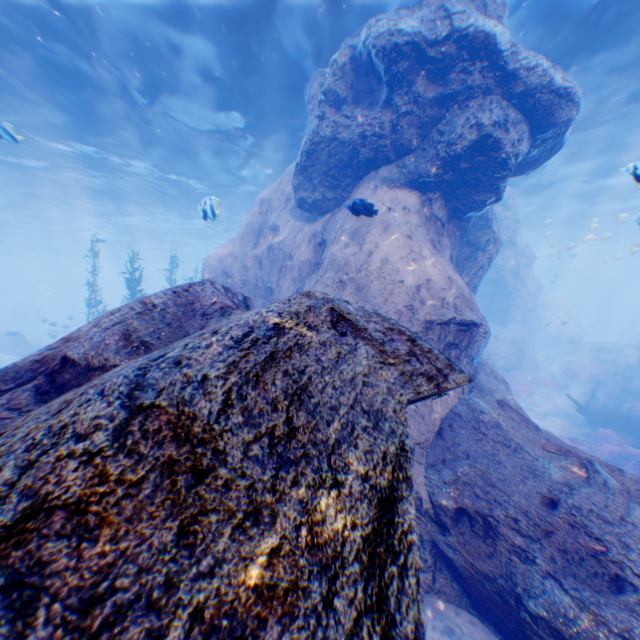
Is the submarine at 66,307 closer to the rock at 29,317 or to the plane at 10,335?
the rock at 29,317

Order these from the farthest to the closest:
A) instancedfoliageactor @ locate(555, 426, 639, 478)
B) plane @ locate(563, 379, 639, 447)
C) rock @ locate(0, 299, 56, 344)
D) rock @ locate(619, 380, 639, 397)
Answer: rock @ locate(0, 299, 56, 344)
rock @ locate(619, 380, 639, 397)
plane @ locate(563, 379, 639, 447)
instancedfoliageactor @ locate(555, 426, 639, 478)

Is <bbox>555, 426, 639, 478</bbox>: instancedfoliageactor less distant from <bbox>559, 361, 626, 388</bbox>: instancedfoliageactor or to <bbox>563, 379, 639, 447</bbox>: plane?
<bbox>563, 379, 639, 447</bbox>: plane

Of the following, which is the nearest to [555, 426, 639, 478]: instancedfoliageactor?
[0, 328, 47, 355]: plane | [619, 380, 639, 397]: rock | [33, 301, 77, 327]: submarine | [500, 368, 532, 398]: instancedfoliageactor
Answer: [619, 380, 639, 397]: rock

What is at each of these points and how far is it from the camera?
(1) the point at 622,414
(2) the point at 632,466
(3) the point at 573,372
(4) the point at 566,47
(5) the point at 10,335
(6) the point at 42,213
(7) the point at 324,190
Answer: (1) plane, 13.71m
(2) instancedfoliageactor, 10.74m
(3) instancedfoliageactor, 20.91m
(4) light, 9.36m
(5) plane, 23.19m
(6) light, 26.09m
(7) rock, 9.45m

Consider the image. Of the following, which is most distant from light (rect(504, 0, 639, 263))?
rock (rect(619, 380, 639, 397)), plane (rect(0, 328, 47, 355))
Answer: plane (rect(0, 328, 47, 355))

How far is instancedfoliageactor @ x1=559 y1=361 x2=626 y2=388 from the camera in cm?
1916

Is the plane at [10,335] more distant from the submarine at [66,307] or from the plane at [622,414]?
the plane at [622,414]
